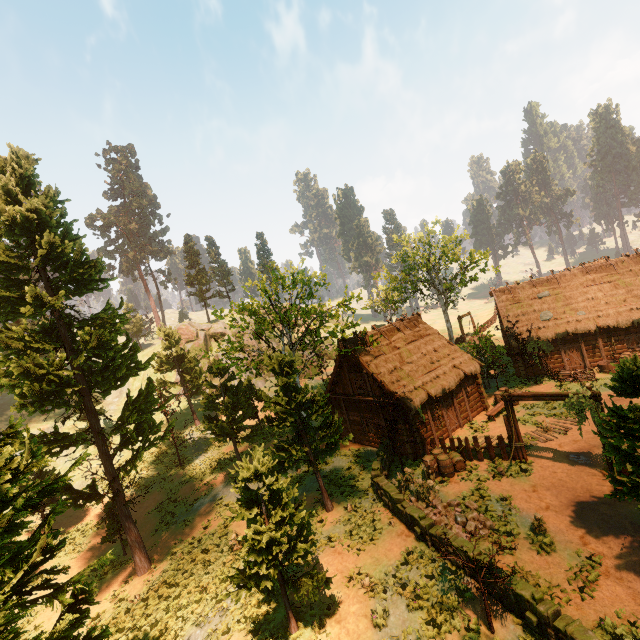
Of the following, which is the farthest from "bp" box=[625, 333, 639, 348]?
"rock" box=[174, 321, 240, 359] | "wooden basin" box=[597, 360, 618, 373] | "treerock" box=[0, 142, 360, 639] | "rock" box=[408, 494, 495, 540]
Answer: "rock" box=[174, 321, 240, 359]

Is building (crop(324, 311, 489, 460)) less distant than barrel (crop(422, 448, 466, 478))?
No

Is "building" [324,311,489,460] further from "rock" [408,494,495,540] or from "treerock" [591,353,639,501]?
"rock" [408,494,495,540]

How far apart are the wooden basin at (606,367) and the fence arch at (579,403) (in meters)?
13.32

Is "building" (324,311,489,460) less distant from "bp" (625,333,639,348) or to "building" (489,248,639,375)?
→ "building" (489,248,639,375)

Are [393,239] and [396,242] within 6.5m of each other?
yes

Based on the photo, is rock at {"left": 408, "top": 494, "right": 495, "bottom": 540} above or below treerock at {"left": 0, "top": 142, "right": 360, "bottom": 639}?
below

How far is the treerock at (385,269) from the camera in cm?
3475
